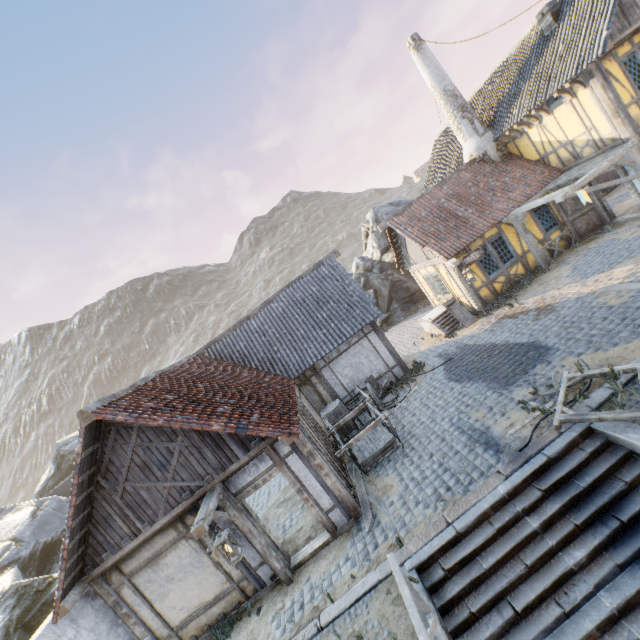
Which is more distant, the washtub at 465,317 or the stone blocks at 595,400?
the washtub at 465,317

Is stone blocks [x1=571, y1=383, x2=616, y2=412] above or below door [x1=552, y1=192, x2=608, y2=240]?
below

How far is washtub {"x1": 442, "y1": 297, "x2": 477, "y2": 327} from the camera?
13.9 meters

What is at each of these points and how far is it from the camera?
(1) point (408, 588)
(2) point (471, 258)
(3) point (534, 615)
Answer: (1) wooden fence, 4.5 meters
(2) sign, 13.4 meters
(3) stairs, 5.1 meters

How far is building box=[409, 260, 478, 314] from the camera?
14.2m

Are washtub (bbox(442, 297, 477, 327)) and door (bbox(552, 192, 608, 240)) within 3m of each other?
no

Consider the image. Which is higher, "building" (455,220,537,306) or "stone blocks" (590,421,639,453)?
"building" (455,220,537,306)

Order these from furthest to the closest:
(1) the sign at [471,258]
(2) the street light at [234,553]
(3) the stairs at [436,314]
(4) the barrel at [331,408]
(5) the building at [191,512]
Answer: (3) the stairs at [436,314] → (1) the sign at [471,258] → (4) the barrel at [331,408] → (5) the building at [191,512] → (2) the street light at [234,553]
